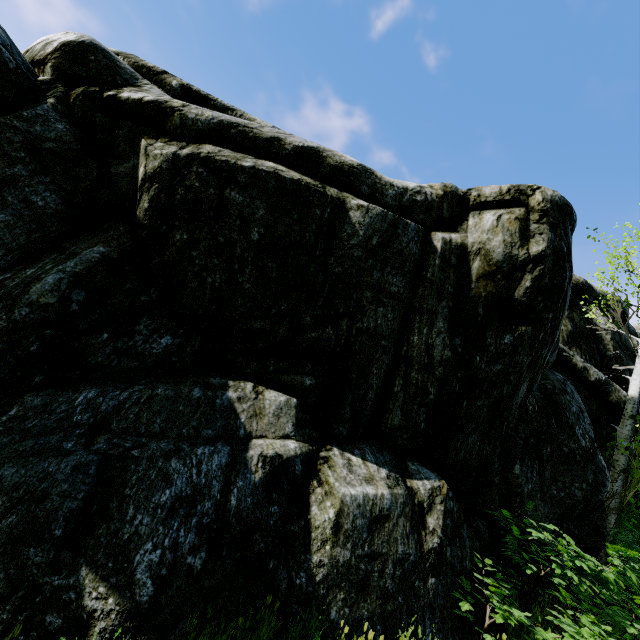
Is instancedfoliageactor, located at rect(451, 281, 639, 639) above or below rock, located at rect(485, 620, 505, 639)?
above

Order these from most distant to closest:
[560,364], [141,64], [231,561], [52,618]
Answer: [560,364] → [141,64] → [231,561] → [52,618]

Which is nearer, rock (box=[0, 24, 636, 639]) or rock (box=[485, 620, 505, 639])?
rock (box=[0, 24, 636, 639])

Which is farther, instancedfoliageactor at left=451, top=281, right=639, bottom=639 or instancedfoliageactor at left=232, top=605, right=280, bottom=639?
instancedfoliageactor at left=451, top=281, right=639, bottom=639

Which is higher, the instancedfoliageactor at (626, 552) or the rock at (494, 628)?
the instancedfoliageactor at (626, 552)

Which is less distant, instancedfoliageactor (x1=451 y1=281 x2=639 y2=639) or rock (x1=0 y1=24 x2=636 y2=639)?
rock (x1=0 y1=24 x2=636 y2=639)
